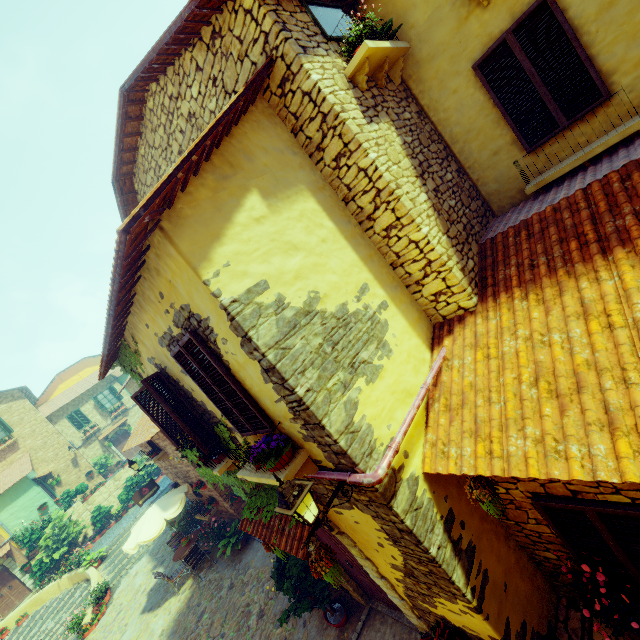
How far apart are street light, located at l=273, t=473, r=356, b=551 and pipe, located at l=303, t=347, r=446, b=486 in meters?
0.0

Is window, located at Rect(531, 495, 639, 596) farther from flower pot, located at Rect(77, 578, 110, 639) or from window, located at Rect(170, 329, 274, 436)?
flower pot, located at Rect(77, 578, 110, 639)

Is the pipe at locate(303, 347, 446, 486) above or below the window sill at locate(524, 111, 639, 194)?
below

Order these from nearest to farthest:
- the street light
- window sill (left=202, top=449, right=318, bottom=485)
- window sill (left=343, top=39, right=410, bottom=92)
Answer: the street light → window sill (left=202, top=449, right=318, bottom=485) → window sill (left=343, top=39, right=410, bottom=92)

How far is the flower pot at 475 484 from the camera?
3.64m

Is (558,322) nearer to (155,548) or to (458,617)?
(458,617)

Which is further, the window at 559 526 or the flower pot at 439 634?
the flower pot at 439 634

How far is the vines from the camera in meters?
6.1
